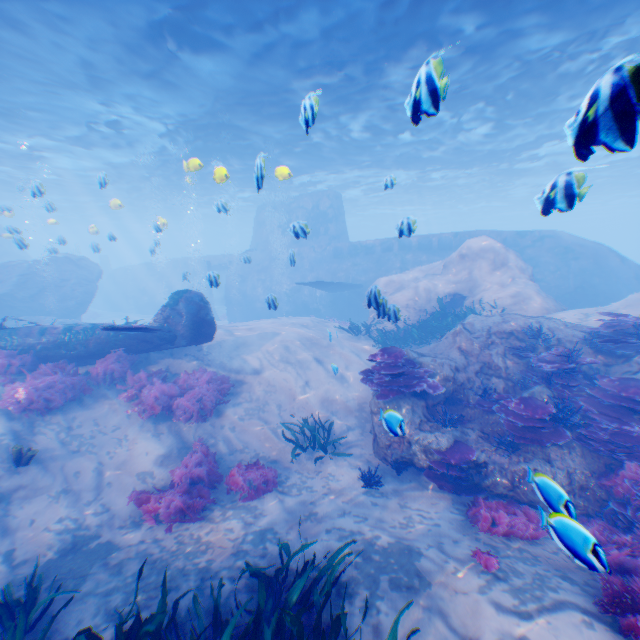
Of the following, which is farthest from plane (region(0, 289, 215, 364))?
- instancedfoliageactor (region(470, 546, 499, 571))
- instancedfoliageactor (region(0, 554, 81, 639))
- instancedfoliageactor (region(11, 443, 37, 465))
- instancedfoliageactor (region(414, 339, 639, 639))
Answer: instancedfoliageactor (region(0, 554, 81, 639))

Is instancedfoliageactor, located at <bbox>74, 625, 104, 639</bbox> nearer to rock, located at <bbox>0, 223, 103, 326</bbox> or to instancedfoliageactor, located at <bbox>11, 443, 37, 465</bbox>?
rock, located at <bbox>0, 223, 103, 326</bbox>

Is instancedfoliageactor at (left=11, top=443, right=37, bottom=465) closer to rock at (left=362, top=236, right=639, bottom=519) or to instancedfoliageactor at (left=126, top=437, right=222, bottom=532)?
instancedfoliageactor at (left=126, top=437, right=222, bottom=532)

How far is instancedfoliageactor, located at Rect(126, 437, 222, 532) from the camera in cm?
646

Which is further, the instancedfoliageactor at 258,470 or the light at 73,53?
the light at 73,53

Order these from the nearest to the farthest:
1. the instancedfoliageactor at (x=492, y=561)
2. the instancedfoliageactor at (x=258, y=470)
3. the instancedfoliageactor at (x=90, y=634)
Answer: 1. the instancedfoliageactor at (x=90, y=634)
2. the instancedfoliageactor at (x=492, y=561)
3. the instancedfoliageactor at (x=258, y=470)

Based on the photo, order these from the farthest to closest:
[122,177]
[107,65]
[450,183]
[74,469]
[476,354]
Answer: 1. [450,183]
2. [122,177]
3. [107,65]
4. [476,354]
5. [74,469]

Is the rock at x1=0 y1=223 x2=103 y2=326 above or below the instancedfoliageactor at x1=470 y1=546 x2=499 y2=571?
above
